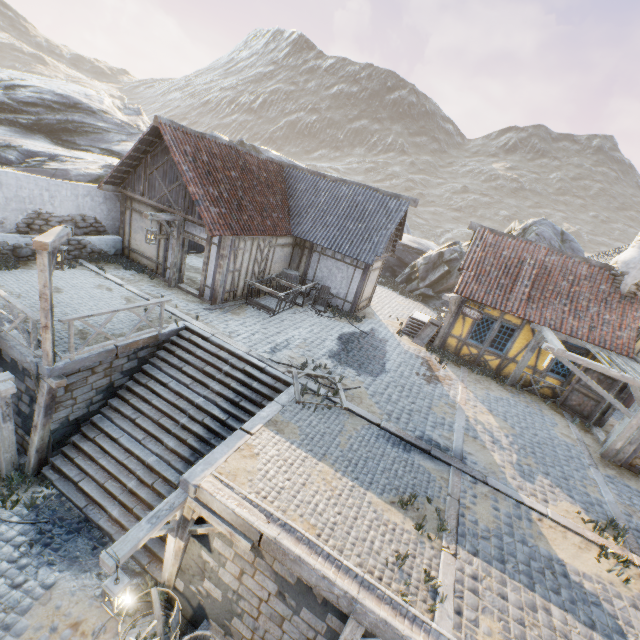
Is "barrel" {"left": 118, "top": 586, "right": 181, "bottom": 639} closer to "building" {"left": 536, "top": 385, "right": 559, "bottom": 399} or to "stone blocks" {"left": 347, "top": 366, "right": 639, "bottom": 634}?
"stone blocks" {"left": 347, "top": 366, "right": 639, "bottom": 634}

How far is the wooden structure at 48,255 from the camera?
6.4m

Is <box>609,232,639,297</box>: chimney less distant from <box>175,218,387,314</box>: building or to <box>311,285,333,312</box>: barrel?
<box>175,218,387,314</box>: building

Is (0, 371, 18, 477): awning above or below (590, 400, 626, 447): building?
below

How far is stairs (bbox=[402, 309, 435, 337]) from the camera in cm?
1603

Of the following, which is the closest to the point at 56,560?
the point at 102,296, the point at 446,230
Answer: the point at 102,296

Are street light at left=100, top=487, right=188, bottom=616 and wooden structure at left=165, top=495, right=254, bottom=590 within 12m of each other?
yes

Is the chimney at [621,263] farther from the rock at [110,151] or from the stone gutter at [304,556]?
the stone gutter at [304,556]
